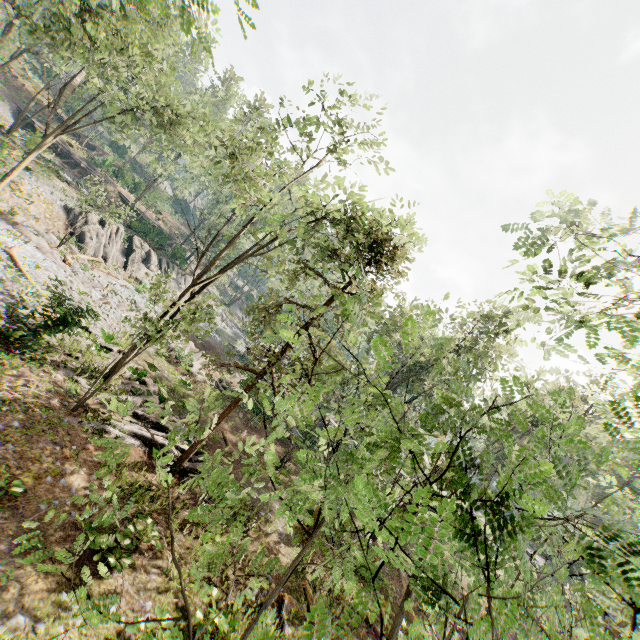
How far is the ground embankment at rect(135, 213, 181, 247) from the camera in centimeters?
4112cm

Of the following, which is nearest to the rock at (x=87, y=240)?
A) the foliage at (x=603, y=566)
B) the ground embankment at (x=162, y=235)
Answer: the foliage at (x=603, y=566)

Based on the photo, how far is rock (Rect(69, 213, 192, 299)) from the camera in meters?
30.0

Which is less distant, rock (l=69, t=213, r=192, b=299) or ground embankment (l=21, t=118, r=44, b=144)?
ground embankment (l=21, t=118, r=44, b=144)

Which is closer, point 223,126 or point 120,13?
point 120,13

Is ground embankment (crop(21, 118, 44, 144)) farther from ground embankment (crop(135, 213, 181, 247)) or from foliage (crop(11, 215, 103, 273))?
foliage (crop(11, 215, 103, 273))

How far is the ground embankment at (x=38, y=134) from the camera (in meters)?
28.25
